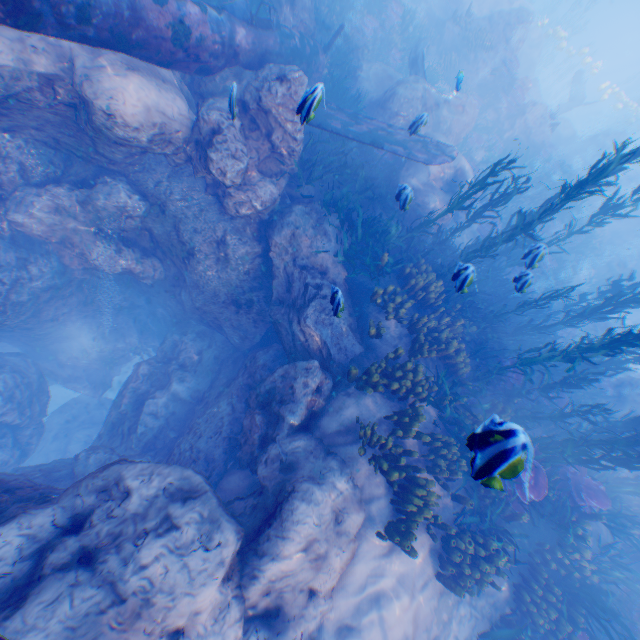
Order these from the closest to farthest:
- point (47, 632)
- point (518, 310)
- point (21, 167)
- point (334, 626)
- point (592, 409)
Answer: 1. point (47, 632)
2. point (334, 626)
3. point (21, 167)
4. point (518, 310)
5. point (592, 409)

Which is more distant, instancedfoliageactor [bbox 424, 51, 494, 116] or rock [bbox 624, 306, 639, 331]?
rock [bbox 624, 306, 639, 331]

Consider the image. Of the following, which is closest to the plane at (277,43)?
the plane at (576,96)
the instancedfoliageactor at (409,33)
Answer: the instancedfoliageactor at (409,33)

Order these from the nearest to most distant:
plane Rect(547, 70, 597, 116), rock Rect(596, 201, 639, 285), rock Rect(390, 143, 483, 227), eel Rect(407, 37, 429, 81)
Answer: rock Rect(390, 143, 483, 227) → eel Rect(407, 37, 429, 81) → rock Rect(596, 201, 639, 285) → plane Rect(547, 70, 597, 116)

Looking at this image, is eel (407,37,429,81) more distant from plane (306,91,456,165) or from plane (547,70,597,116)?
plane (547,70,597,116)

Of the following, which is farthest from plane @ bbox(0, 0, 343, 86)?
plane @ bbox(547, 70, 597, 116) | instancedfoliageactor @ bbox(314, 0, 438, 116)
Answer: plane @ bbox(547, 70, 597, 116)

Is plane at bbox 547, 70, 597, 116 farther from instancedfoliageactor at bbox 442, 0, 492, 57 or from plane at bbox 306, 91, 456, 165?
plane at bbox 306, 91, 456, 165

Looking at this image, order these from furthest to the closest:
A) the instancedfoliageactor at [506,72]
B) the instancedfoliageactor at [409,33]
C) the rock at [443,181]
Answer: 1. the instancedfoliageactor at [506,72]
2. the instancedfoliageactor at [409,33]
3. the rock at [443,181]
